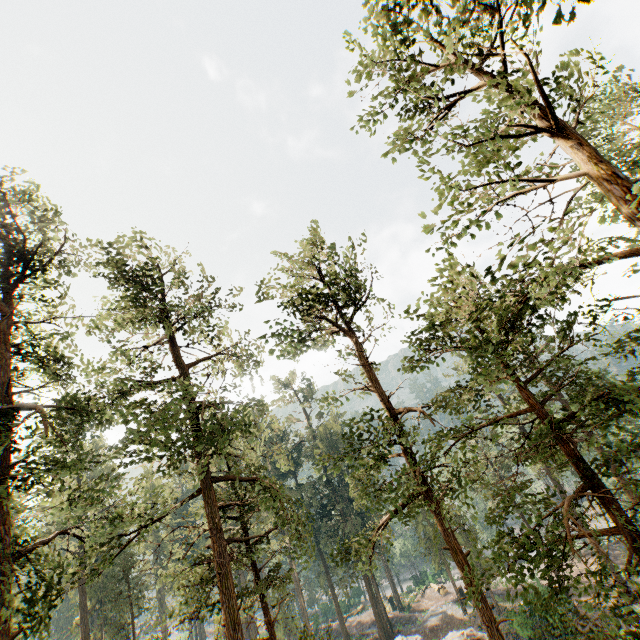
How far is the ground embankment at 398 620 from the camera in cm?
4081

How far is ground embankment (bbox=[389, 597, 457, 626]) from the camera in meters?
40.8 m

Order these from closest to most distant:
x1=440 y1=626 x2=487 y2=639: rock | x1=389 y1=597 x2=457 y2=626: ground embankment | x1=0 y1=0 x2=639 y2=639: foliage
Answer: x1=0 y1=0 x2=639 y2=639: foliage, x1=440 y1=626 x2=487 y2=639: rock, x1=389 y1=597 x2=457 y2=626: ground embankment

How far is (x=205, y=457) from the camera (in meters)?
14.01

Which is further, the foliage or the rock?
the rock

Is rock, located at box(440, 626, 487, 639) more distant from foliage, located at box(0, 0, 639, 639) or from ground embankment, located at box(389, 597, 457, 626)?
ground embankment, located at box(389, 597, 457, 626)

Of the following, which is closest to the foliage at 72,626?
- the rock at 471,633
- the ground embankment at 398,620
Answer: the ground embankment at 398,620

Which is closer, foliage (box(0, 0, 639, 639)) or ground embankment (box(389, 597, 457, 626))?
foliage (box(0, 0, 639, 639))
